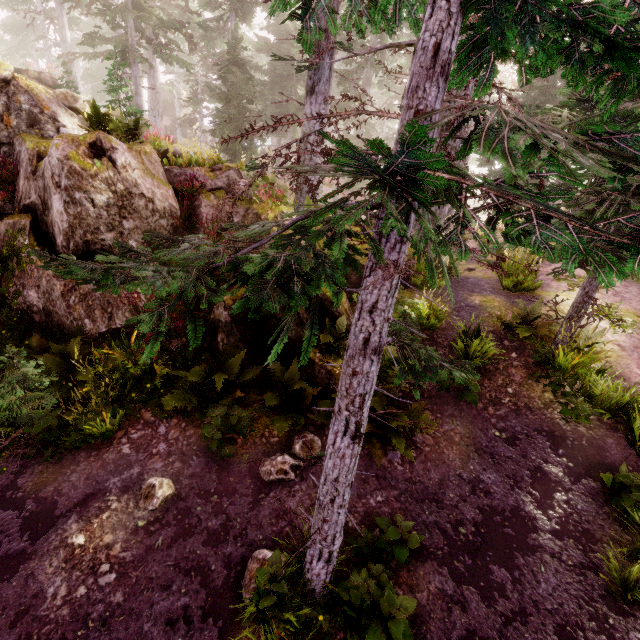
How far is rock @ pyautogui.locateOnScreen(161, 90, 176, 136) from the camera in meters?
44.8

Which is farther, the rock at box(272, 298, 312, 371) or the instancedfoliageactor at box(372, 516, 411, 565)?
the rock at box(272, 298, 312, 371)

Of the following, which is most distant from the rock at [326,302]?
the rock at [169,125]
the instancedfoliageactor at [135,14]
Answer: the rock at [169,125]

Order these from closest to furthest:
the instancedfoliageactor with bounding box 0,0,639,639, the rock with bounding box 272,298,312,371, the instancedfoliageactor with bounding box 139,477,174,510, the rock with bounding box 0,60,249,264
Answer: the instancedfoliageactor with bounding box 0,0,639,639
the instancedfoliageactor with bounding box 139,477,174,510
the rock with bounding box 0,60,249,264
the rock with bounding box 272,298,312,371

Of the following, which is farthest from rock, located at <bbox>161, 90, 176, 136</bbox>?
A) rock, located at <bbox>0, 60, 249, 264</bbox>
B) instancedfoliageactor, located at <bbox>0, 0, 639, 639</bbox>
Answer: rock, located at <bbox>0, 60, 249, 264</bbox>

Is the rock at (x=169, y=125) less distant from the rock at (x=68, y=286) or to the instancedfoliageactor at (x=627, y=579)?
the instancedfoliageactor at (x=627, y=579)

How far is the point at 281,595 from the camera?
4.08m

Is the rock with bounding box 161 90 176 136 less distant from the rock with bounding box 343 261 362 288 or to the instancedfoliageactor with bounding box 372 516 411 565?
the instancedfoliageactor with bounding box 372 516 411 565
